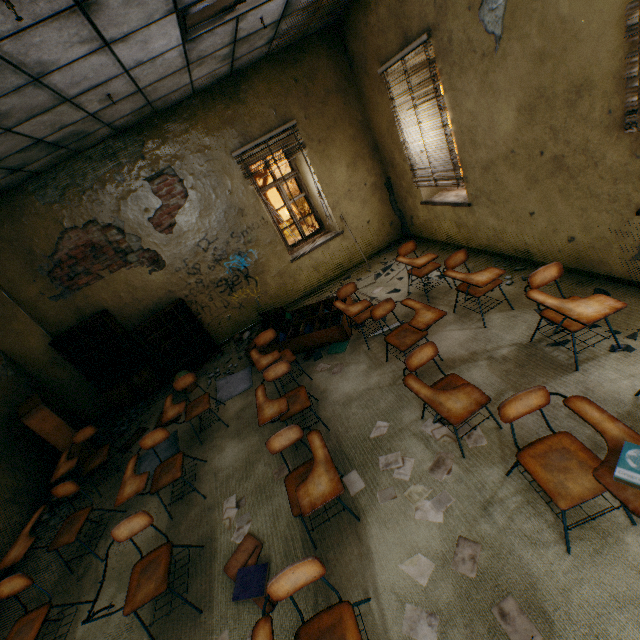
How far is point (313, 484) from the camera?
2.2m

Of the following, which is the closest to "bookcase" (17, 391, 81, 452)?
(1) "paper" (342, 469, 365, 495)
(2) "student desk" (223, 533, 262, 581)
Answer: (2) "student desk" (223, 533, 262, 581)

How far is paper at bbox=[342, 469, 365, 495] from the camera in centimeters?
284cm

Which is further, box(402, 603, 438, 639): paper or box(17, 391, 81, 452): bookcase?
box(17, 391, 81, 452): bookcase

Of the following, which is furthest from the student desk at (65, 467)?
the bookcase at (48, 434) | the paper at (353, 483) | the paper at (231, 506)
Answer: the paper at (353, 483)

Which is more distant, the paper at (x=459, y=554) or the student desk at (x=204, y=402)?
the student desk at (x=204, y=402)

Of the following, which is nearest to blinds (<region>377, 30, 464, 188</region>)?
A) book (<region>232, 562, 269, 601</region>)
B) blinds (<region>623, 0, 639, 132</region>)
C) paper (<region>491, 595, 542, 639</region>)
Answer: blinds (<region>623, 0, 639, 132</region>)

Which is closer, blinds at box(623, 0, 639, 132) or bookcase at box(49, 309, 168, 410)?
blinds at box(623, 0, 639, 132)
